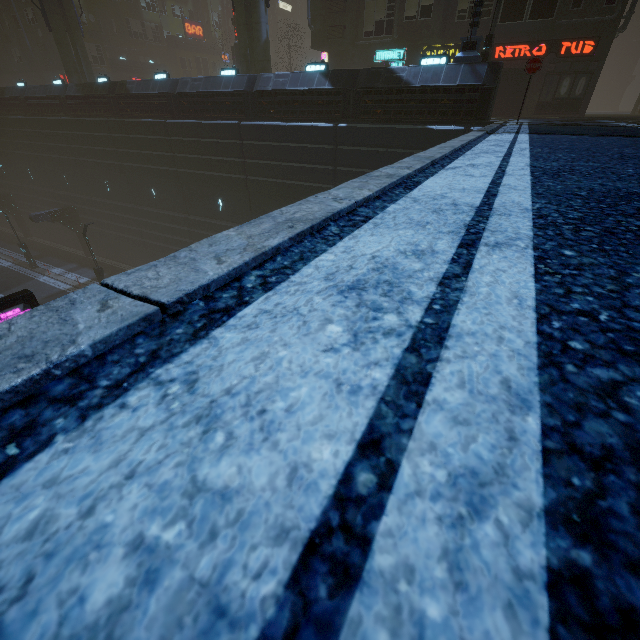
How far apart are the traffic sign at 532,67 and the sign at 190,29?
51.98m

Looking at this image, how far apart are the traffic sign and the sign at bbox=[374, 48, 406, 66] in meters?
14.9 m

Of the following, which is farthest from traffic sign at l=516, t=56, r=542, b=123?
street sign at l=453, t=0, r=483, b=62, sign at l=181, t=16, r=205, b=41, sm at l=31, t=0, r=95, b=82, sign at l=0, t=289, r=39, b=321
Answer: sign at l=181, t=16, r=205, b=41

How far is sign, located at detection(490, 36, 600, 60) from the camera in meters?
17.8 m

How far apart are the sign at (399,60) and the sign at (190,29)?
36.7m

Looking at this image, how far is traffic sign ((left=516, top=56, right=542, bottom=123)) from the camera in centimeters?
1021cm

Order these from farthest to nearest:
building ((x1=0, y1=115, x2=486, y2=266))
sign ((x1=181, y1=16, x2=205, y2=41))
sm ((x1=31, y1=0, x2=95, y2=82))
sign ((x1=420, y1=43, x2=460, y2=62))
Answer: sign ((x1=181, y1=16, x2=205, y2=41)) → sm ((x1=31, y1=0, x2=95, y2=82)) → sign ((x1=420, y1=43, x2=460, y2=62)) → building ((x1=0, y1=115, x2=486, y2=266))

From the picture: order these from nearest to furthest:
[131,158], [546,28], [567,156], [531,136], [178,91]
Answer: [567,156] → [531,136] → [546,28] → [178,91] → [131,158]
